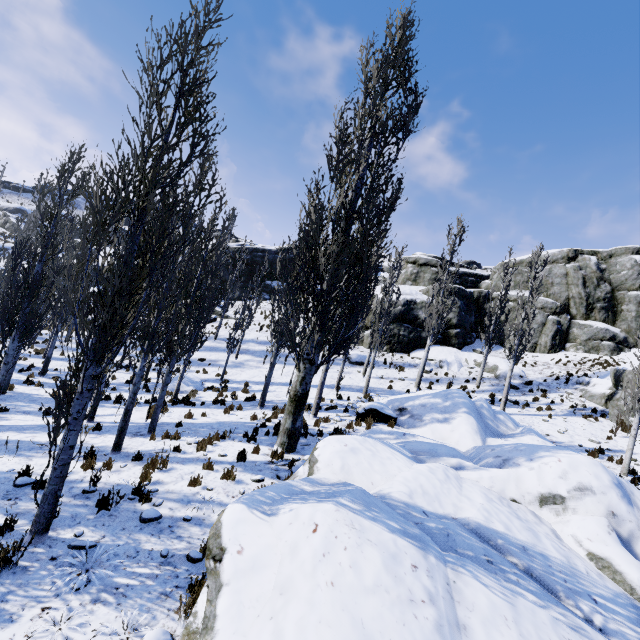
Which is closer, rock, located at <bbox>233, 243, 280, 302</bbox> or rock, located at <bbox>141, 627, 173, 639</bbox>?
rock, located at <bbox>141, 627, 173, 639</bbox>

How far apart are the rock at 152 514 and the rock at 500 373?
24.0 meters

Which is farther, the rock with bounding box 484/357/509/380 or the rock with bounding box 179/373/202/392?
the rock with bounding box 484/357/509/380

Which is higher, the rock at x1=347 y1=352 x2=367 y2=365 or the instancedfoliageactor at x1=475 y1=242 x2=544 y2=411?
the instancedfoliageactor at x1=475 y1=242 x2=544 y2=411

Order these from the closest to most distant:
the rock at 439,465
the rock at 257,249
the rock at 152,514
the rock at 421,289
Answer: the rock at 439,465
the rock at 152,514
the rock at 421,289
the rock at 257,249

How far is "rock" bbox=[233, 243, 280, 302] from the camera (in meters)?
43.41

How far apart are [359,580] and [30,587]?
4.6m

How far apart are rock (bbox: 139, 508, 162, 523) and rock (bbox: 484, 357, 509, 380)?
24.0 meters
